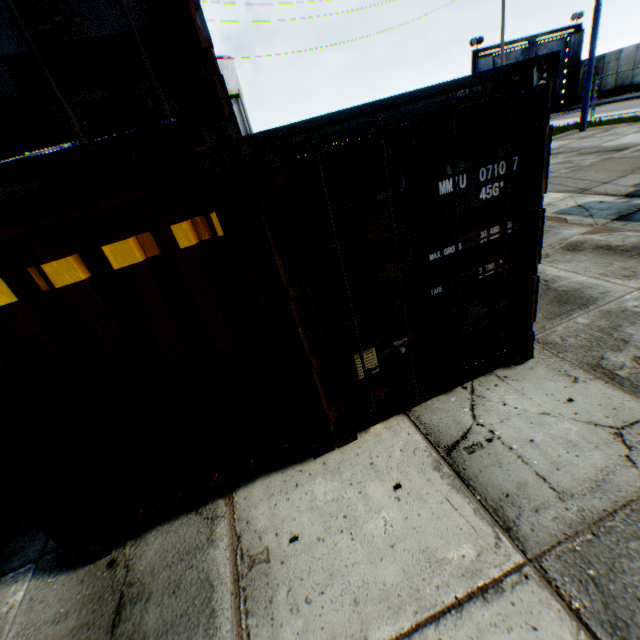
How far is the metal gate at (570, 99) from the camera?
26.8m

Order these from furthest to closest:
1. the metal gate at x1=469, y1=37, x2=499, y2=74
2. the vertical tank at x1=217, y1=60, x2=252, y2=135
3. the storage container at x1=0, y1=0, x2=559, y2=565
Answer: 1. the vertical tank at x1=217, y1=60, x2=252, y2=135
2. the metal gate at x1=469, y1=37, x2=499, y2=74
3. the storage container at x1=0, y1=0, x2=559, y2=565

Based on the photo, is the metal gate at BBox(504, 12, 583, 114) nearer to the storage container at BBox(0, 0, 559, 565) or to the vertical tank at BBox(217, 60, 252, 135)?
the vertical tank at BBox(217, 60, 252, 135)

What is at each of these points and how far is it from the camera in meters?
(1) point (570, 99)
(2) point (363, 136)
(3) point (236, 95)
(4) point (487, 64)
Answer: (1) metal gate, 29.9 m
(2) storage container, 2.3 m
(3) vertical tank, 33.8 m
(4) metal gate, 26.3 m

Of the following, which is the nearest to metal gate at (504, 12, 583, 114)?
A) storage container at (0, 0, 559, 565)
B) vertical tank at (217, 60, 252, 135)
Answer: vertical tank at (217, 60, 252, 135)

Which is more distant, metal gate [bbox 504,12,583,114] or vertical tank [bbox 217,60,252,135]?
vertical tank [bbox 217,60,252,135]
